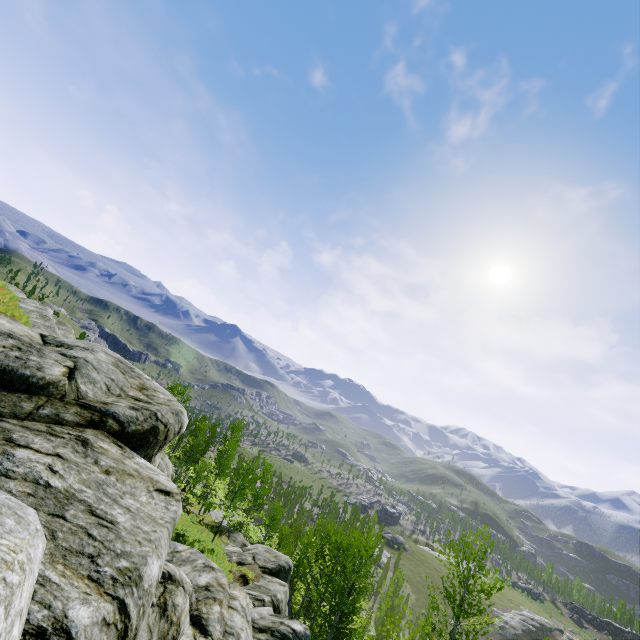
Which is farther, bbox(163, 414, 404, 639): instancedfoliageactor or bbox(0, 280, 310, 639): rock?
bbox(163, 414, 404, 639): instancedfoliageactor

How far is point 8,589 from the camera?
1.22m

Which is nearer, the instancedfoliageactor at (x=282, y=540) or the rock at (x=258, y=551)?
the rock at (x=258, y=551)
